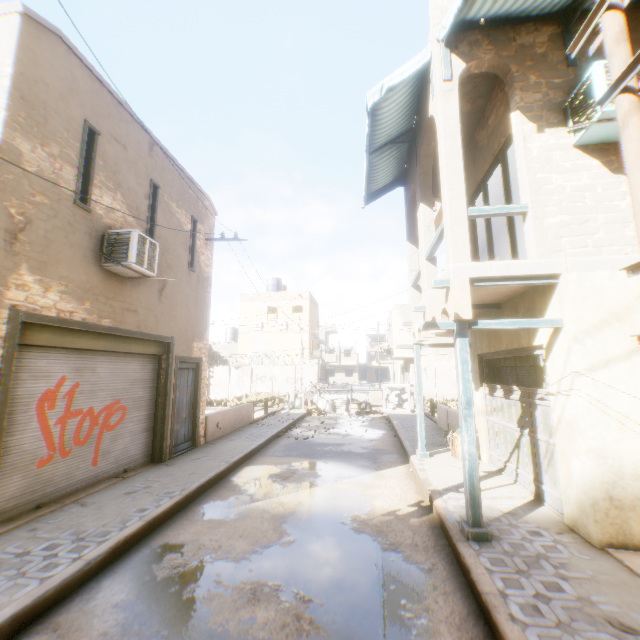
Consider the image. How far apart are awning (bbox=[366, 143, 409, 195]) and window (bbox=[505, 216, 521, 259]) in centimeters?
143cm

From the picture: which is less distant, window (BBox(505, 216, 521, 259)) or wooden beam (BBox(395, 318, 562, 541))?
wooden beam (BBox(395, 318, 562, 541))

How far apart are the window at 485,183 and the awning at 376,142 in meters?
1.4

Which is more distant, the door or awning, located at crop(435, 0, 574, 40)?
the door

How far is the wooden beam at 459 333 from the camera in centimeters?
468cm

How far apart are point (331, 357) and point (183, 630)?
46.62m

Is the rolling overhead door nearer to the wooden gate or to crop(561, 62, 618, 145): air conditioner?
the wooden gate

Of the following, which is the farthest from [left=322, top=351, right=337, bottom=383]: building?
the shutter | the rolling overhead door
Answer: the shutter
